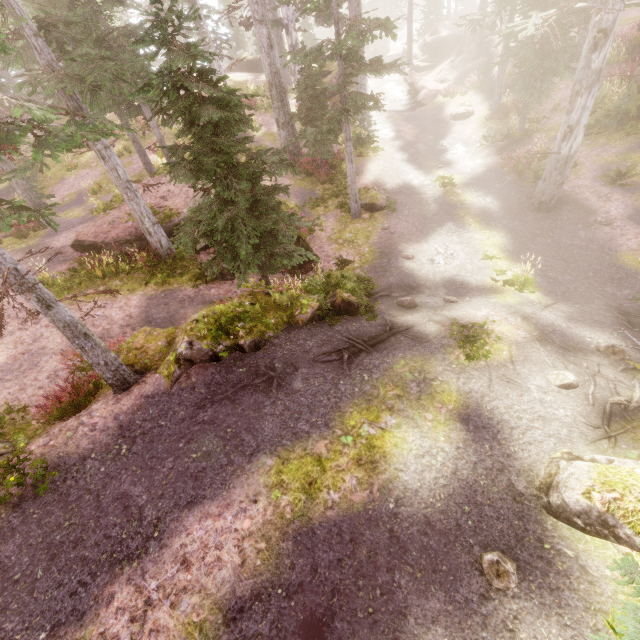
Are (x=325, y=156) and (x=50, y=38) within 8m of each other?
no

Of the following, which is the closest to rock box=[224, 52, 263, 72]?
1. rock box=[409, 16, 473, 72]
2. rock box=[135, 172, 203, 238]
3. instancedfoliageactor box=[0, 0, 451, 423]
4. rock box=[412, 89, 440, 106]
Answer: instancedfoliageactor box=[0, 0, 451, 423]

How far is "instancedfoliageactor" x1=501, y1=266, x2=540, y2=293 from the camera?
10.1m

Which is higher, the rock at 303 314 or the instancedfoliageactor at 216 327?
the instancedfoliageactor at 216 327

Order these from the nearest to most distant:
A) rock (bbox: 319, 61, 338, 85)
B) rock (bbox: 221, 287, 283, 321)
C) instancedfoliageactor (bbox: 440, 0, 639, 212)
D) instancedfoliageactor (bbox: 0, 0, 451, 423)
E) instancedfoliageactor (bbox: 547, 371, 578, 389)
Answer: instancedfoliageactor (bbox: 0, 0, 451, 423), instancedfoliageactor (bbox: 547, 371, 578, 389), rock (bbox: 221, 287, 283, 321), instancedfoliageactor (bbox: 440, 0, 639, 212), rock (bbox: 319, 61, 338, 85)

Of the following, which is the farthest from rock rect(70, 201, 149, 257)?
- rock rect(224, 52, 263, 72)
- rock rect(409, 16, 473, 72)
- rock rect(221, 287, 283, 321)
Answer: rock rect(409, 16, 473, 72)

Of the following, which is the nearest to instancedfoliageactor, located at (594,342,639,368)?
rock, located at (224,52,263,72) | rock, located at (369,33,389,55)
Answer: rock, located at (224,52,263,72)

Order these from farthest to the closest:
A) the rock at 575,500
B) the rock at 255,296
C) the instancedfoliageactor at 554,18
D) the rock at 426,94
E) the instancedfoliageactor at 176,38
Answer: the rock at 426,94
the instancedfoliageactor at 554,18
the rock at 255,296
the instancedfoliageactor at 176,38
the rock at 575,500
